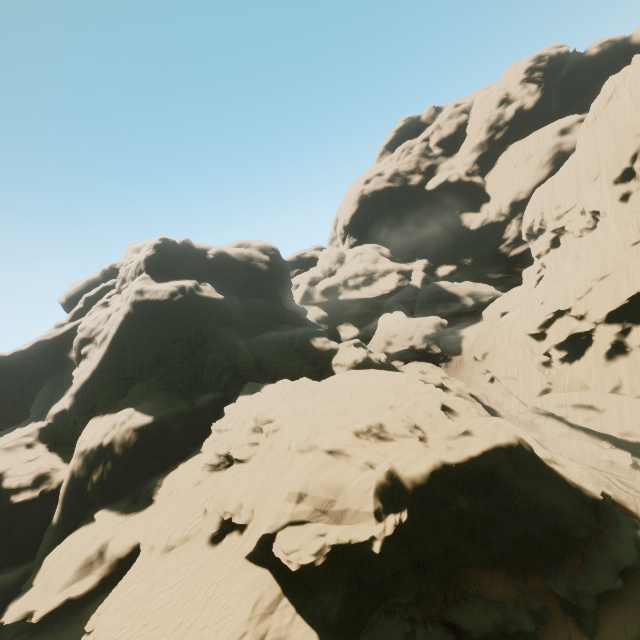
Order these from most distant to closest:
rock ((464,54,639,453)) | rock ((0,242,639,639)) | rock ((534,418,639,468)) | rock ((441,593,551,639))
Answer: rock ((464,54,639,453)), rock ((534,418,639,468)), rock ((441,593,551,639)), rock ((0,242,639,639))

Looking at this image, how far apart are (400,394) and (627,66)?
61.10m

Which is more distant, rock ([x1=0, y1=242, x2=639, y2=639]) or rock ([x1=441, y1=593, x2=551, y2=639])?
rock ([x1=441, y1=593, x2=551, y2=639])

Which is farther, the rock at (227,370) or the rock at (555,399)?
the rock at (555,399)

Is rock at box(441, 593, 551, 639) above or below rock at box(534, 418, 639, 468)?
below
